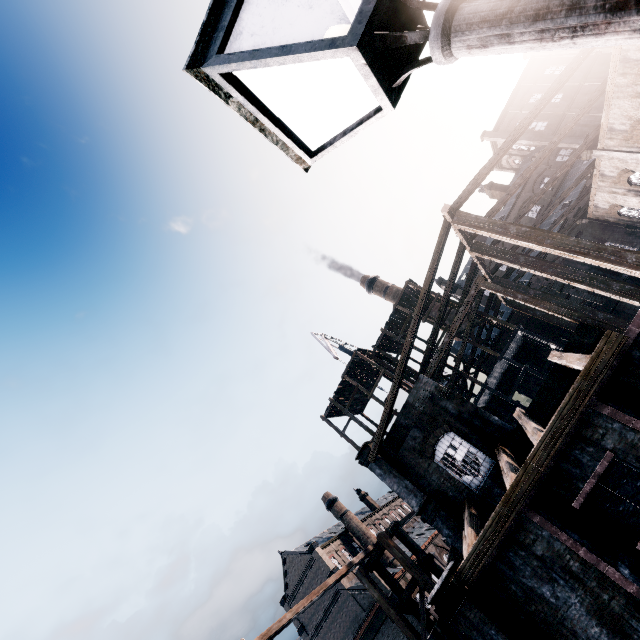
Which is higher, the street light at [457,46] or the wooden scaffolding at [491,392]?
the wooden scaffolding at [491,392]

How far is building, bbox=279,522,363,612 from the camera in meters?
44.6

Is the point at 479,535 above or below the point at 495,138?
below

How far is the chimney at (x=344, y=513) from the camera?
49.28m

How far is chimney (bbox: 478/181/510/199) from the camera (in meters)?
55.00

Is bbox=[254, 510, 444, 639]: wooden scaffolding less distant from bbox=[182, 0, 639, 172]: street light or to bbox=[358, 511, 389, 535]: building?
bbox=[182, 0, 639, 172]: street light

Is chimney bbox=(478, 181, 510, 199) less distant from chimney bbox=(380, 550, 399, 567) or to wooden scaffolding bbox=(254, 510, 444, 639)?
wooden scaffolding bbox=(254, 510, 444, 639)
